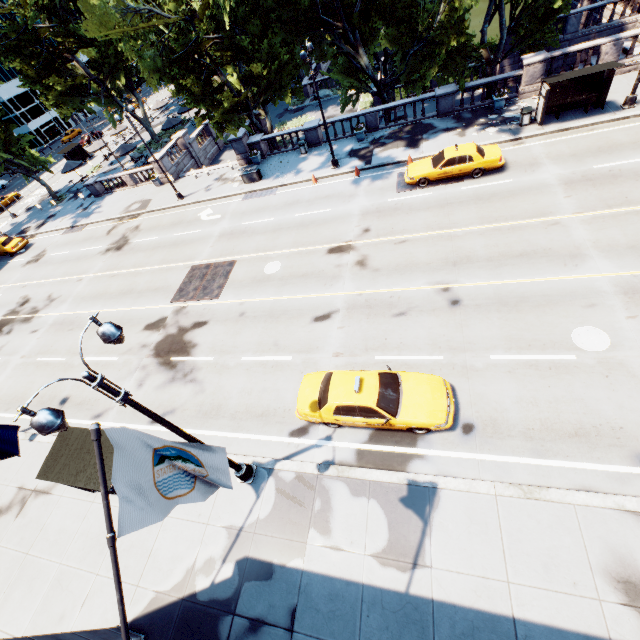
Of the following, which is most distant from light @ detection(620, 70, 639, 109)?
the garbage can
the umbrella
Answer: the umbrella

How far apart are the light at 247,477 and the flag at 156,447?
2.67m

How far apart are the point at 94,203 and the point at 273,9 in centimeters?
2668cm

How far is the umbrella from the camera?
36.41m

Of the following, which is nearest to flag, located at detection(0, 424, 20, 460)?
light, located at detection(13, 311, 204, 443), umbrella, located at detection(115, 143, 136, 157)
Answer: light, located at detection(13, 311, 204, 443)

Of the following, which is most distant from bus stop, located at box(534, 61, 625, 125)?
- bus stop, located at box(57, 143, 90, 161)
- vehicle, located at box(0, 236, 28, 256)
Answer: bus stop, located at box(57, 143, 90, 161)

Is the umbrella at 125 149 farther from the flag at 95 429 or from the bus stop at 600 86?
the flag at 95 429

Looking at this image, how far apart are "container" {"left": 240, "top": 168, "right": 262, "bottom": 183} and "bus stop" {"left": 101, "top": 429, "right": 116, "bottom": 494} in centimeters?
2155cm
